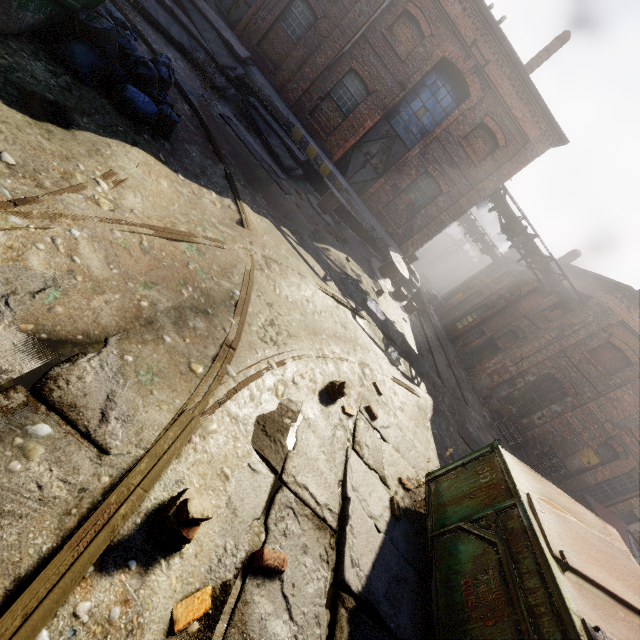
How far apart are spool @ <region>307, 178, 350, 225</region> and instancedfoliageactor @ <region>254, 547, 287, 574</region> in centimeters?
1142cm

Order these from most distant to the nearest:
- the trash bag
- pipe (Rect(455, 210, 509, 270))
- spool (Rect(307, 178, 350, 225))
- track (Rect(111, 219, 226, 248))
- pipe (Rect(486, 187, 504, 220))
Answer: pipe (Rect(455, 210, 509, 270))
pipe (Rect(486, 187, 504, 220))
spool (Rect(307, 178, 350, 225))
the trash bag
track (Rect(111, 219, 226, 248))

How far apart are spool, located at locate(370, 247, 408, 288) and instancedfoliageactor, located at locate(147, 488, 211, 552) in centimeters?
1199cm

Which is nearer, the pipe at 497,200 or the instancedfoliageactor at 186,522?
the instancedfoliageactor at 186,522

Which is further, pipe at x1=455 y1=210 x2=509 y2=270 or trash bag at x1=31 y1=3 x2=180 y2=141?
pipe at x1=455 y1=210 x2=509 y2=270

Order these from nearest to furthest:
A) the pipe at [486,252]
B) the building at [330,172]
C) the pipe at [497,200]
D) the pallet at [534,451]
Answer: the building at [330,172]
the pallet at [534,451]
the pipe at [497,200]
the pipe at [486,252]

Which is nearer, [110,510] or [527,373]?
[110,510]

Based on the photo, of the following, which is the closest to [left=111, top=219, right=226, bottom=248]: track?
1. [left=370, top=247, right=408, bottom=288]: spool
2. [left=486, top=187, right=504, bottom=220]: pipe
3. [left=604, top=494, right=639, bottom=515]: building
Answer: [left=370, top=247, right=408, bottom=288]: spool
